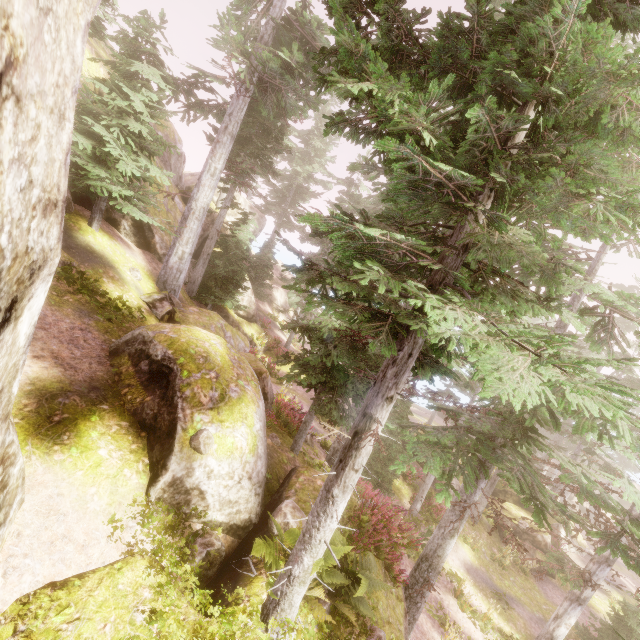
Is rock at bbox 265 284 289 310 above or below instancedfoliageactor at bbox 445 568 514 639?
above

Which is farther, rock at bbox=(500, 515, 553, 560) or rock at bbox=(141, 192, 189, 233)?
rock at bbox=(500, 515, 553, 560)

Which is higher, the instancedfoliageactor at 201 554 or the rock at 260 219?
the rock at 260 219

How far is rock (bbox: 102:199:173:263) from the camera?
15.1m

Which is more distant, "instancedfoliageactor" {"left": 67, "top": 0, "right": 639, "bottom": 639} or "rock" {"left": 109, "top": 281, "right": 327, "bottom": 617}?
"rock" {"left": 109, "top": 281, "right": 327, "bottom": 617}

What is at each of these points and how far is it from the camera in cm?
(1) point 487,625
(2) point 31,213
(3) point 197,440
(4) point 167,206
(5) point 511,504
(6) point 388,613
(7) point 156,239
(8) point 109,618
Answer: (1) instancedfoliageactor, 1414
(2) rock, 268
(3) instancedfoliageactor, 662
(4) rock, 1908
(5) rock, 2367
(6) rock, 656
(7) rock, 1711
(8) rock, 417

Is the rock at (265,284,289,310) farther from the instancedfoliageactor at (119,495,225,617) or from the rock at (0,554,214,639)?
the rock at (0,554,214,639)

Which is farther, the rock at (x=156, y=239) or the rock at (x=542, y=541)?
the rock at (x=542, y=541)
